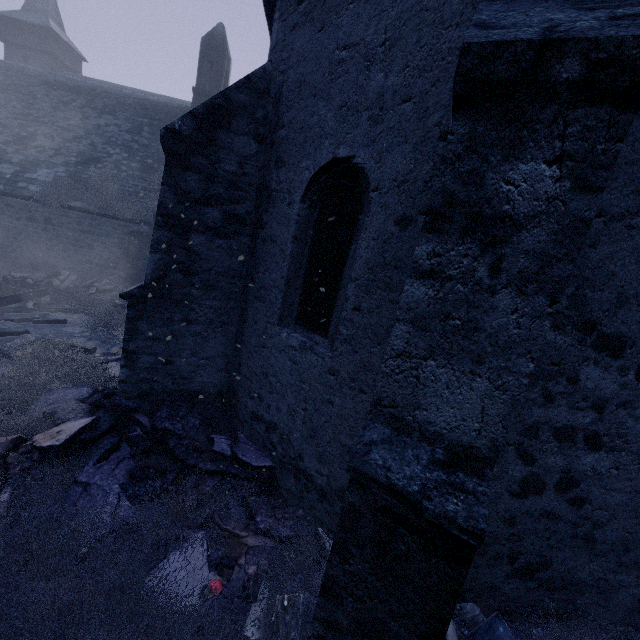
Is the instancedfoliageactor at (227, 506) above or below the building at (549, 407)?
below

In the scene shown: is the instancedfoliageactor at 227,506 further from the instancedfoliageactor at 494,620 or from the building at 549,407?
the instancedfoliageactor at 494,620

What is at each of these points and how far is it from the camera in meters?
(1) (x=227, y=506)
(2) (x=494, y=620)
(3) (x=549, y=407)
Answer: (1) instancedfoliageactor, 3.3 m
(2) instancedfoliageactor, 2.6 m
(3) building, 2.5 m

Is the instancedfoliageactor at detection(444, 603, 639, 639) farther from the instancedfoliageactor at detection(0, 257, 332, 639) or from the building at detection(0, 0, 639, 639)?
the instancedfoliageactor at detection(0, 257, 332, 639)

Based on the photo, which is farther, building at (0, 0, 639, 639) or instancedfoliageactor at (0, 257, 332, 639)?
instancedfoliageactor at (0, 257, 332, 639)

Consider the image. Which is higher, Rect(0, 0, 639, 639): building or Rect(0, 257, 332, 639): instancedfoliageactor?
Rect(0, 0, 639, 639): building

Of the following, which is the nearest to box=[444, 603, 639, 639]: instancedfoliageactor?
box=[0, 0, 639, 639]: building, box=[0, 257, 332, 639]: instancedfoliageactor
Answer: box=[0, 0, 639, 639]: building
